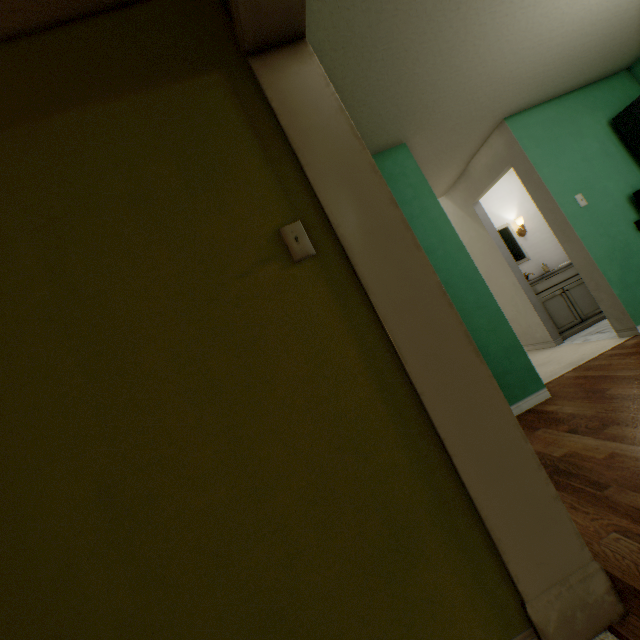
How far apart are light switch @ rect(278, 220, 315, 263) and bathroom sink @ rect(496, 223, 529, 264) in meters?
4.6

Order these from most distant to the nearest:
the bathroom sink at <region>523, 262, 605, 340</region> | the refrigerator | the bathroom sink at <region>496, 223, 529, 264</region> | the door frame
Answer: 1. the bathroom sink at <region>496, 223, 529, 264</region>
2. the bathroom sink at <region>523, 262, 605, 340</region>
3. the refrigerator
4. the door frame

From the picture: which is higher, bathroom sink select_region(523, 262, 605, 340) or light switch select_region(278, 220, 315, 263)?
light switch select_region(278, 220, 315, 263)

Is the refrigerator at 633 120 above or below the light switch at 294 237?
above

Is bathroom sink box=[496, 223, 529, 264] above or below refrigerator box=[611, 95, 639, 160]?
below

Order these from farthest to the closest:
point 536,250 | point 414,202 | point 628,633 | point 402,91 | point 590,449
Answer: point 536,250 < point 414,202 < point 402,91 < point 590,449 < point 628,633

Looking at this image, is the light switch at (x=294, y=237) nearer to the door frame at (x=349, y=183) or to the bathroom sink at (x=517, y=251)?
the door frame at (x=349, y=183)

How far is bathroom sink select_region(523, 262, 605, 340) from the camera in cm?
413
